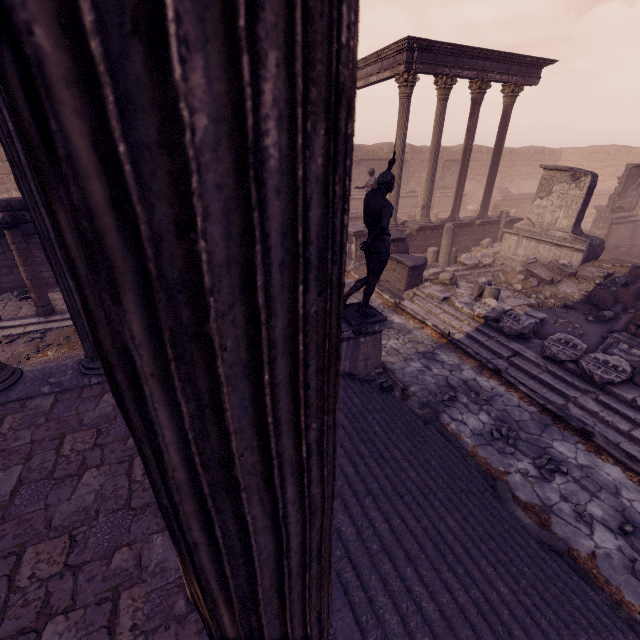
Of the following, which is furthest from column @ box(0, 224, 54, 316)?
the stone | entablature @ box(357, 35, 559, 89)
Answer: entablature @ box(357, 35, 559, 89)

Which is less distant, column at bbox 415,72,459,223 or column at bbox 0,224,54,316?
column at bbox 0,224,54,316

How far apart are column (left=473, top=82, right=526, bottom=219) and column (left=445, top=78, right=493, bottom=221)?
1.1 meters

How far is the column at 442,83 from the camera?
12.42m

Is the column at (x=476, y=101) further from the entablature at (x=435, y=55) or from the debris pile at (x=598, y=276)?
the debris pile at (x=598, y=276)

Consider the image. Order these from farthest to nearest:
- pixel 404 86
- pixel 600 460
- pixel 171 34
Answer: pixel 404 86 → pixel 600 460 → pixel 171 34

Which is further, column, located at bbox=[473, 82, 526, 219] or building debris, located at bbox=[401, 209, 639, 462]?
column, located at bbox=[473, 82, 526, 219]

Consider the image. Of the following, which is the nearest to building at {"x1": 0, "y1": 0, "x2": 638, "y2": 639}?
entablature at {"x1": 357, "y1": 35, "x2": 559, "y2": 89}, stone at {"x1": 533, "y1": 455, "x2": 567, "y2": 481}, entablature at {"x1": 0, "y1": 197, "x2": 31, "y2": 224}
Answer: stone at {"x1": 533, "y1": 455, "x2": 567, "y2": 481}
